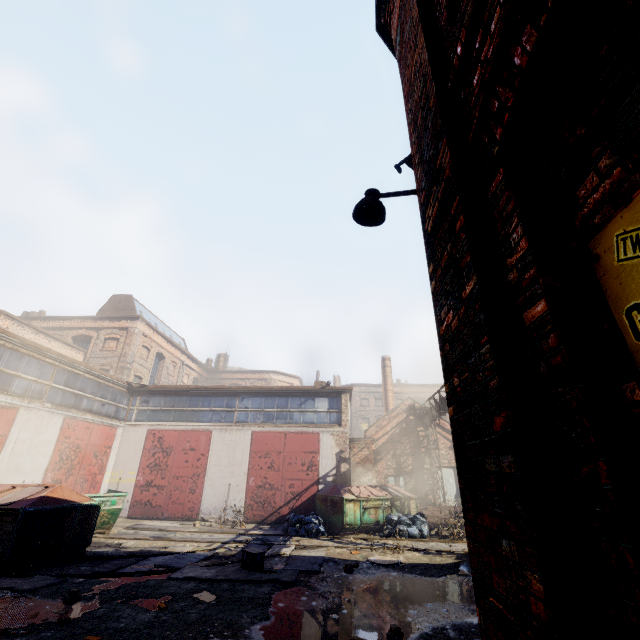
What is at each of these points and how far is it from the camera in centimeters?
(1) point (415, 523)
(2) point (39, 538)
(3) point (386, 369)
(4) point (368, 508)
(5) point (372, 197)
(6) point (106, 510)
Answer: (1) trash bag, 1335cm
(2) trash container, 789cm
(3) building, 3136cm
(4) trash container, 1402cm
(5) light, 389cm
(6) container, 1152cm

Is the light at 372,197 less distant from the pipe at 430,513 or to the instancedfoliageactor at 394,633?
the instancedfoliageactor at 394,633

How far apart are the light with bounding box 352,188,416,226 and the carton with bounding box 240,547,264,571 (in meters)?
8.18

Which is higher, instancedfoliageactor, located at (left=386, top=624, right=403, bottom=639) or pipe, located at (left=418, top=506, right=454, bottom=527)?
pipe, located at (left=418, top=506, right=454, bottom=527)

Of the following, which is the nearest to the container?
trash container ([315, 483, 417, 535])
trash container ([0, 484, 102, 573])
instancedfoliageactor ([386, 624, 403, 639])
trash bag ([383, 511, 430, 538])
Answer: trash container ([0, 484, 102, 573])

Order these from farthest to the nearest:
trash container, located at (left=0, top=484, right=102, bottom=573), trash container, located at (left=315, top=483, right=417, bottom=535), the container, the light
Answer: trash container, located at (left=315, top=483, right=417, bottom=535)
the container
trash container, located at (left=0, top=484, right=102, bottom=573)
the light

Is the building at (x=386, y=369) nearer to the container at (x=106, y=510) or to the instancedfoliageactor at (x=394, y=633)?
the container at (x=106, y=510)

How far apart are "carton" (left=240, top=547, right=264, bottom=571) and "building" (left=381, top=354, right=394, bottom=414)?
22.7m
